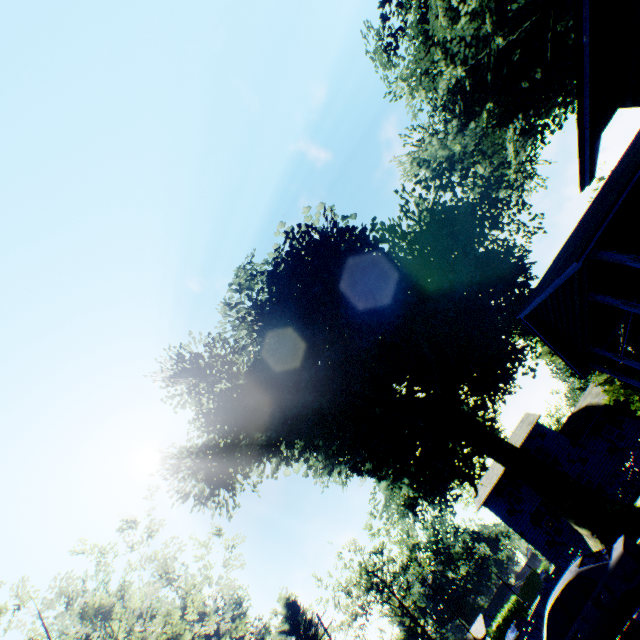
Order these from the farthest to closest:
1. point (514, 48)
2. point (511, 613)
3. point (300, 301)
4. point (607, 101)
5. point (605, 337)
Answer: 1. point (511, 613)
2. point (514, 48)
3. point (300, 301)
4. point (605, 337)
5. point (607, 101)

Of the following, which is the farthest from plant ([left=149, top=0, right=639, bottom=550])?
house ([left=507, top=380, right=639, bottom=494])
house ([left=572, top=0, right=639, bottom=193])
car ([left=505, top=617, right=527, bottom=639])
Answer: car ([left=505, top=617, right=527, bottom=639])

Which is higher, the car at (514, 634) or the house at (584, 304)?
the house at (584, 304)

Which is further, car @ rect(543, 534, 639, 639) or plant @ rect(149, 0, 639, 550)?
plant @ rect(149, 0, 639, 550)

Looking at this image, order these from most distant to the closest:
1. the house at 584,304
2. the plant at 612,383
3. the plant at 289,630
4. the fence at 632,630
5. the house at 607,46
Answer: the plant at 289,630
the plant at 612,383
the house at 584,304
the house at 607,46
the fence at 632,630

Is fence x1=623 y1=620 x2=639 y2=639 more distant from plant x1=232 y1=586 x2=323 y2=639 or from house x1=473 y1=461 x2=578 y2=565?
plant x1=232 y1=586 x2=323 y2=639

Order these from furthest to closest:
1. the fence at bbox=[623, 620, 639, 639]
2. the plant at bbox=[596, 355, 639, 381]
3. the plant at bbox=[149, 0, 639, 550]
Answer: the plant at bbox=[596, 355, 639, 381]
the plant at bbox=[149, 0, 639, 550]
the fence at bbox=[623, 620, 639, 639]

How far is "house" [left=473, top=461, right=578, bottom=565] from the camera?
28.3 meters
